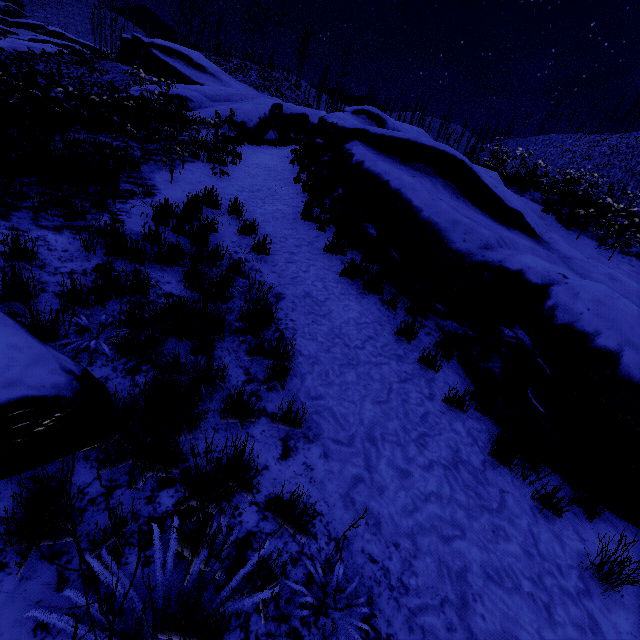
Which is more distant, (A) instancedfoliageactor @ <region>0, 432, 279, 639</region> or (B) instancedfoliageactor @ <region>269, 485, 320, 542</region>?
(B) instancedfoliageactor @ <region>269, 485, 320, 542</region>

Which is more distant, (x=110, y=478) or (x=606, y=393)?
(x=606, y=393)

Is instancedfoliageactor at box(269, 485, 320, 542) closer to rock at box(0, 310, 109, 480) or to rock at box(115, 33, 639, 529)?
rock at box(0, 310, 109, 480)

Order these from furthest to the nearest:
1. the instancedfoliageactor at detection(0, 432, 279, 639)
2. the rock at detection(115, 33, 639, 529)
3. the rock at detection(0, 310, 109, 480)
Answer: the rock at detection(115, 33, 639, 529) → the rock at detection(0, 310, 109, 480) → the instancedfoliageactor at detection(0, 432, 279, 639)

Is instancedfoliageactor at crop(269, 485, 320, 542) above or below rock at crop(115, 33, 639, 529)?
below

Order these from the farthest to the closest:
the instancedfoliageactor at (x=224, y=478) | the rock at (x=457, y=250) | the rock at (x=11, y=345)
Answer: the rock at (x=457, y=250), the rock at (x=11, y=345), the instancedfoliageactor at (x=224, y=478)

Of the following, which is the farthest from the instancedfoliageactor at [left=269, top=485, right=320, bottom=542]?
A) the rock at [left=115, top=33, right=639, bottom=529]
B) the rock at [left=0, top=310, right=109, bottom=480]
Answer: the rock at [left=115, top=33, right=639, bottom=529]

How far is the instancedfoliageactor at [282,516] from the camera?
2.21m
